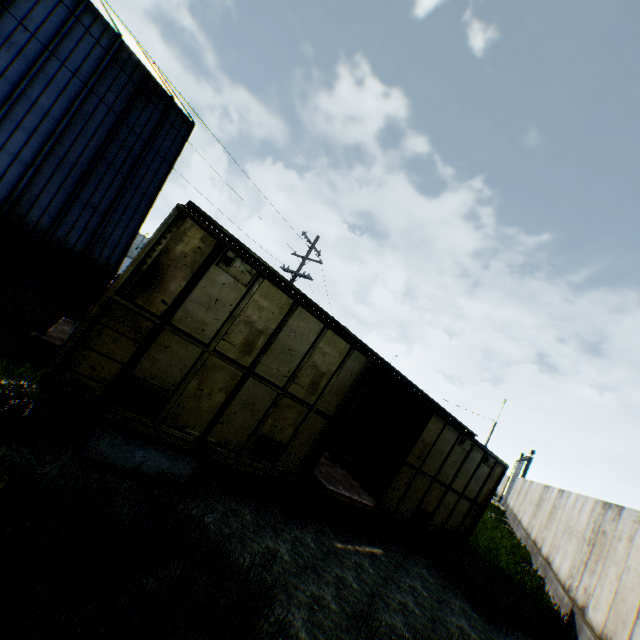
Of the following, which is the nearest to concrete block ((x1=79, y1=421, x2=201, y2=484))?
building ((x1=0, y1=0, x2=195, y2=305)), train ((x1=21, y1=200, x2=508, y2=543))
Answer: train ((x1=21, y1=200, x2=508, y2=543))

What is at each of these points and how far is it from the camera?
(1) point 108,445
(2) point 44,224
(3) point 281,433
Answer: (1) concrete block, 5.12m
(2) building, 12.74m
(3) train, 6.54m

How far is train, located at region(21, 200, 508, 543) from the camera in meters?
4.9

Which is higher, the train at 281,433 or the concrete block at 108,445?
the train at 281,433

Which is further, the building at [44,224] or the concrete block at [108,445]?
the building at [44,224]

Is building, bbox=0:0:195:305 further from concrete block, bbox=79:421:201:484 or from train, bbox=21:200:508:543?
concrete block, bbox=79:421:201:484

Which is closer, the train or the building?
the train

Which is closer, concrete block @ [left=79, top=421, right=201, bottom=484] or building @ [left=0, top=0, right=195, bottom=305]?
concrete block @ [left=79, top=421, right=201, bottom=484]
